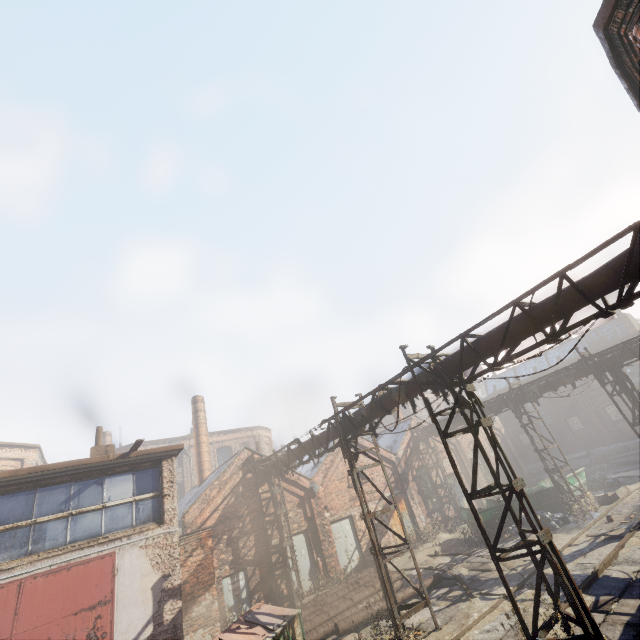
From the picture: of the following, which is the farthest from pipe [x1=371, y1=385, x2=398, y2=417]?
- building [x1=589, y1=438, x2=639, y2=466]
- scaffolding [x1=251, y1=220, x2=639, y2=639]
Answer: building [x1=589, y1=438, x2=639, y2=466]

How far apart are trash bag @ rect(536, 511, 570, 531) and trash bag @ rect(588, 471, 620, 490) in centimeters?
626cm

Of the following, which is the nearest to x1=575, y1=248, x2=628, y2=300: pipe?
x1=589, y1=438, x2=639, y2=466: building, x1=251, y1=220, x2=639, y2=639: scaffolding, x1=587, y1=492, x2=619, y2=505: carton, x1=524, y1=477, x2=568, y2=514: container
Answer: x1=251, y1=220, x2=639, y2=639: scaffolding

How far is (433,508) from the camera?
21.5m

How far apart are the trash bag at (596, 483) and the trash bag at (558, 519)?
6.26m

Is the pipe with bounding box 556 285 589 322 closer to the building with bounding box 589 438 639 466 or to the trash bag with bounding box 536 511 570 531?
the trash bag with bounding box 536 511 570 531

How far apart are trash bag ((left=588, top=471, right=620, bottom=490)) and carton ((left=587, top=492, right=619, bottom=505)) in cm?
300

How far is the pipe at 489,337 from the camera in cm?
723
